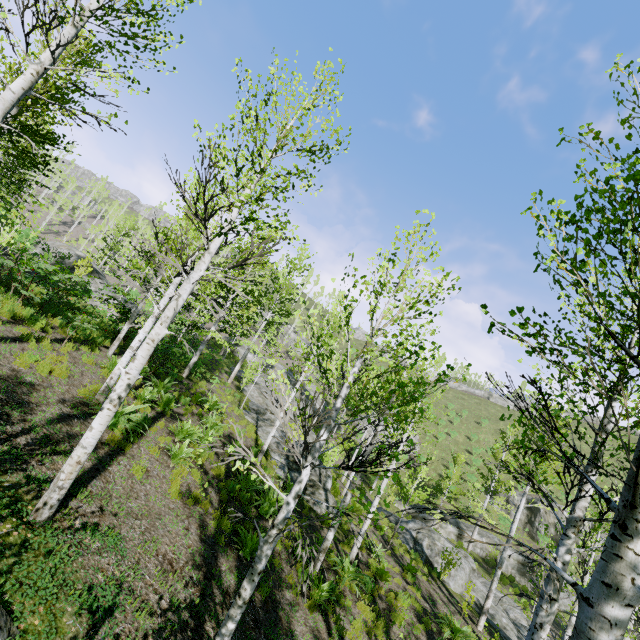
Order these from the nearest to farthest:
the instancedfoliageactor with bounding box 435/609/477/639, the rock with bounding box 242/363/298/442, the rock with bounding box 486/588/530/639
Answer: the instancedfoliageactor with bounding box 435/609/477/639 < the rock with bounding box 486/588/530/639 < the rock with bounding box 242/363/298/442

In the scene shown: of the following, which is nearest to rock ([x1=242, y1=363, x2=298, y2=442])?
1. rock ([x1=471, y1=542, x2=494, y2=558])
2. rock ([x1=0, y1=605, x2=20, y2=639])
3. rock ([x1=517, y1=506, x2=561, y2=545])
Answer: rock ([x1=471, y1=542, x2=494, y2=558])

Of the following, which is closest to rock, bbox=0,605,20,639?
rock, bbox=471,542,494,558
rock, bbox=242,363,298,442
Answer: rock, bbox=242,363,298,442

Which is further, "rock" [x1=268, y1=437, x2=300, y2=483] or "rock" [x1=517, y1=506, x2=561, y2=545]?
"rock" [x1=517, y1=506, x2=561, y2=545]

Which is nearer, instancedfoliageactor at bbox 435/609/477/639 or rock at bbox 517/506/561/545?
instancedfoliageactor at bbox 435/609/477/639

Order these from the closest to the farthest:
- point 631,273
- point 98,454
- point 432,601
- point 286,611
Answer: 1. point 631,273
2. point 98,454
3. point 286,611
4. point 432,601

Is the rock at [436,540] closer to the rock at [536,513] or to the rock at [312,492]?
the rock at [312,492]

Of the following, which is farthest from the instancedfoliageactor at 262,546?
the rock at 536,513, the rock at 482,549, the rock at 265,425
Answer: the rock at 536,513
